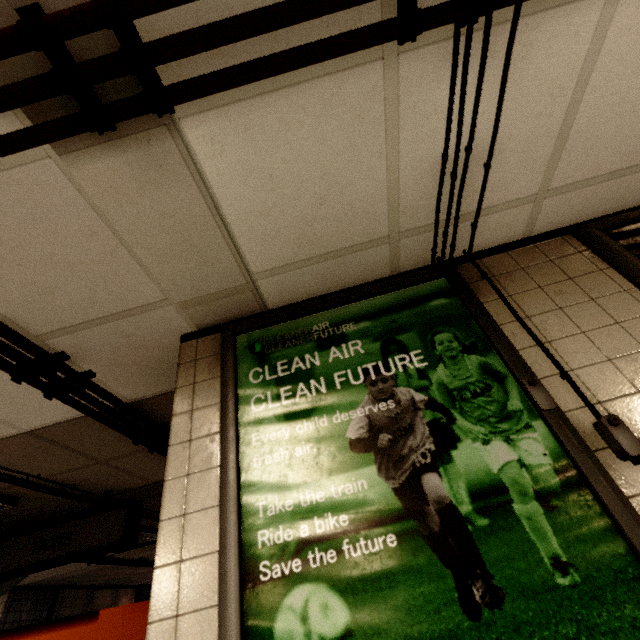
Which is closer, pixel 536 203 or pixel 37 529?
pixel 536 203

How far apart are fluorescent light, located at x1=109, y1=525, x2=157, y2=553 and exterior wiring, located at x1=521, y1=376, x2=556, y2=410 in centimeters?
463cm

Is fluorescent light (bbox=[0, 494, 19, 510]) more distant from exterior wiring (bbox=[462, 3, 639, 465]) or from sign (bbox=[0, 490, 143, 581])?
exterior wiring (bbox=[462, 3, 639, 465])

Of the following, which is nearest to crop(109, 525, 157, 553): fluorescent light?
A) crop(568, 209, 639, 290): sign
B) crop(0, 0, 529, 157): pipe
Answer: crop(0, 0, 529, 157): pipe

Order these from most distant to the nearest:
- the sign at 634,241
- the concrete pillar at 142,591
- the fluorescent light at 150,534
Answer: the concrete pillar at 142,591
the fluorescent light at 150,534
the sign at 634,241

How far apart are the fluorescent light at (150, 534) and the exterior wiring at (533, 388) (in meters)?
4.63

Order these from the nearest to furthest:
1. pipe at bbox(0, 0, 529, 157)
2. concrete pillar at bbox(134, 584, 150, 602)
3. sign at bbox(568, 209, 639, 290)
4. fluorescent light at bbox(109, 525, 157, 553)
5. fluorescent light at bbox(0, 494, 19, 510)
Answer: pipe at bbox(0, 0, 529, 157), sign at bbox(568, 209, 639, 290), fluorescent light at bbox(0, 494, 19, 510), fluorescent light at bbox(109, 525, 157, 553), concrete pillar at bbox(134, 584, 150, 602)

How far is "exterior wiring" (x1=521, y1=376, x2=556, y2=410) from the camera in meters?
1.1
